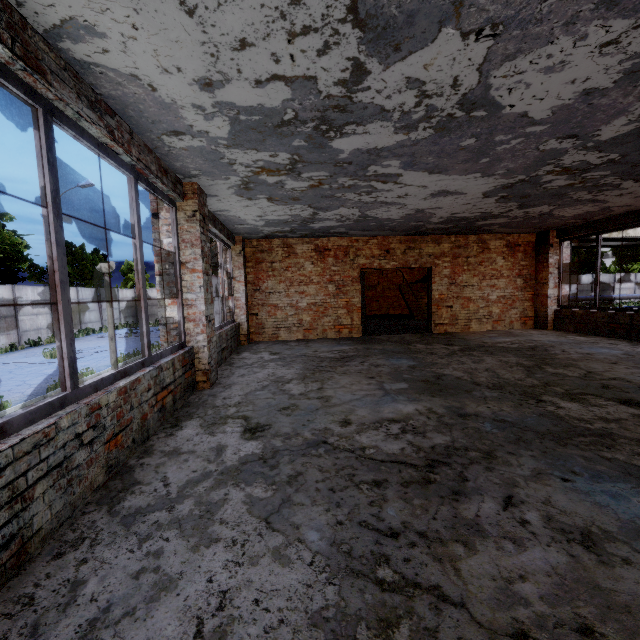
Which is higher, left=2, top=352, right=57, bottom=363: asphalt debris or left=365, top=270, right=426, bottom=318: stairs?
left=365, top=270, right=426, bottom=318: stairs

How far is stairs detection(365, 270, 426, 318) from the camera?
16.1 meters

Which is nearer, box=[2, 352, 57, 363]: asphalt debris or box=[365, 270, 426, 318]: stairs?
box=[2, 352, 57, 363]: asphalt debris

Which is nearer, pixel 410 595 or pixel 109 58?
pixel 410 595

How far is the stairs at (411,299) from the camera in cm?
1611

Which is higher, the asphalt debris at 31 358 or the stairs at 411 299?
the stairs at 411 299
